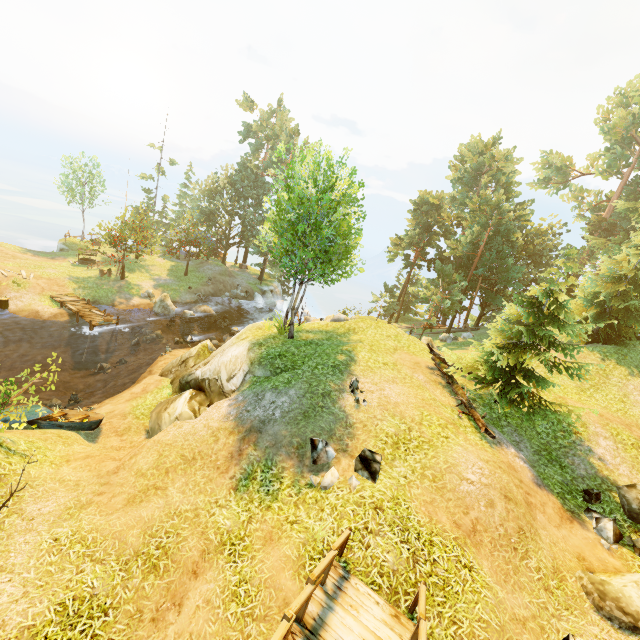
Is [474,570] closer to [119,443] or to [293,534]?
[293,534]

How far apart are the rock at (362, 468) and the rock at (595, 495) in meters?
7.2 m

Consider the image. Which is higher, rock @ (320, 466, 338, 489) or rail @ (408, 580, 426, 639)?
rail @ (408, 580, 426, 639)

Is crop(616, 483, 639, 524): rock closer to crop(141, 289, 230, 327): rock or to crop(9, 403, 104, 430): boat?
crop(9, 403, 104, 430): boat

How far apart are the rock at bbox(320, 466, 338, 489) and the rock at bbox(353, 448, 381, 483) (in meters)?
0.37

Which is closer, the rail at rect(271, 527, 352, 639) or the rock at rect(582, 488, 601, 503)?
the rail at rect(271, 527, 352, 639)

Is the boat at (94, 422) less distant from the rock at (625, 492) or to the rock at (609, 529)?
the rock at (609, 529)

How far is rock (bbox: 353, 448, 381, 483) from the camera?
8.4m
